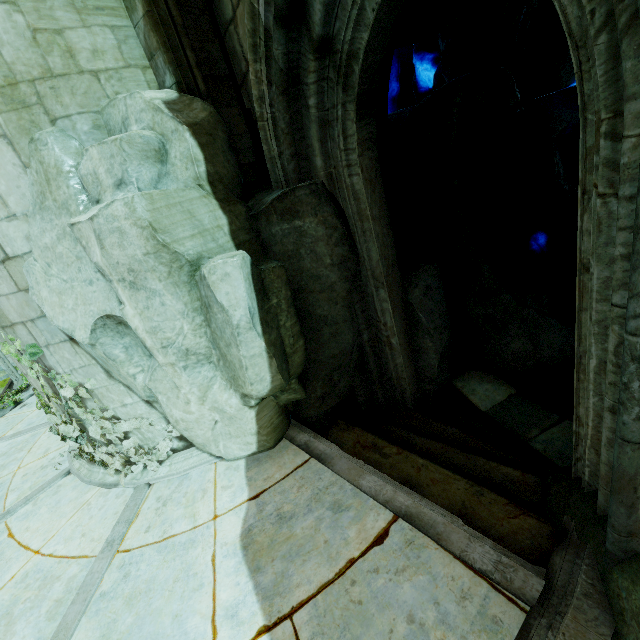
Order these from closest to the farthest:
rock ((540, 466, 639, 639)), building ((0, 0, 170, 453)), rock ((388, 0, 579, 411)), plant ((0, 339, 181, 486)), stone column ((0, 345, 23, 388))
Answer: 1. rock ((540, 466, 639, 639))
2. building ((0, 0, 170, 453))
3. plant ((0, 339, 181, 486))
4. rock ((388, 0, 579, 411))
5. stone column ((0, 345, 23, 388))

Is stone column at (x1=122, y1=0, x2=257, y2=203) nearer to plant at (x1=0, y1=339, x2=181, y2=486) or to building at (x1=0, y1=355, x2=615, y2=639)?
building at (x1=0, y1=355, x2=615, y2=639)

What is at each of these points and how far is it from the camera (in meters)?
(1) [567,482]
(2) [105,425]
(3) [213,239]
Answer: (1) rock, 3.12
(2) plant, 4.68
(3) rock, 3.63

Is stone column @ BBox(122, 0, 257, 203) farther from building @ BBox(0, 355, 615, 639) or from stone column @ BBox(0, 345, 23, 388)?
stone column @ BBox(0, 345, 23, 388)

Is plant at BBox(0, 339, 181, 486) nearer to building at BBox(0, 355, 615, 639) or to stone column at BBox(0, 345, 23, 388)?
building at BBox(0, 355, 615, 639)

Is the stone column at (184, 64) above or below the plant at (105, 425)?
above

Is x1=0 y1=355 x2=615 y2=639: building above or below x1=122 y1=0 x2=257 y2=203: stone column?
below

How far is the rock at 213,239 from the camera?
3.35m
